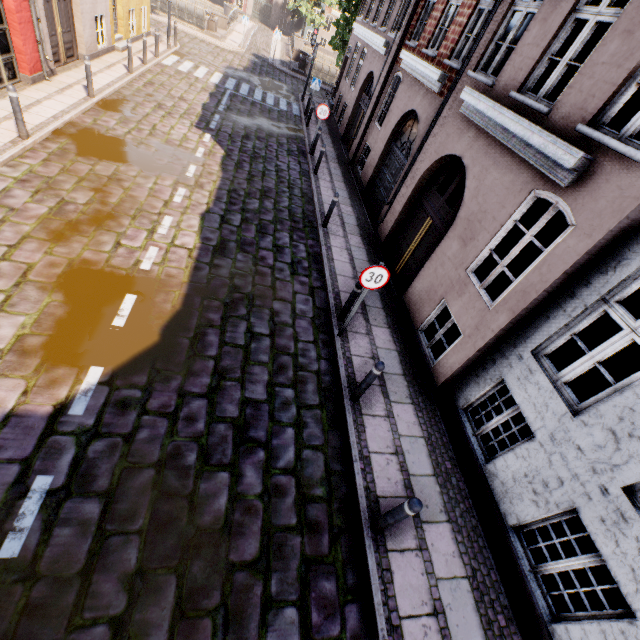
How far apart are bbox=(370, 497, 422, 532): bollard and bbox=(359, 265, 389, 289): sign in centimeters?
339cm

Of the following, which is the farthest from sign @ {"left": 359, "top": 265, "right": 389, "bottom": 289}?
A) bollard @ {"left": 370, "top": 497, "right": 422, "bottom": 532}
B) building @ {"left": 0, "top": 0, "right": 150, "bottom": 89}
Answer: bollard @ {"left": 370, "top": 497, "right": 422, "bottom": 532}

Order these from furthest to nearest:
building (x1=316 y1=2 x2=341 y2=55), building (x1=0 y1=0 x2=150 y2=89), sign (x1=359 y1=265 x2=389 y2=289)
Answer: building (x1=316 y1=2 x2=341 y2=55), building (x1=0 y1=0 x2=150 y2=89), sign (x1=359 y1=265 x2=389 y2=289)

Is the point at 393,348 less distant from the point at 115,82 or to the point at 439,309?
the point at 439,309

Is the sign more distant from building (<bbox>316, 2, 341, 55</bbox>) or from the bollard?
the bollard

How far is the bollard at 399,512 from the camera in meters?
3.7 m

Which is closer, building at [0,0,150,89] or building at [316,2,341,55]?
building at [0,0,150,89]

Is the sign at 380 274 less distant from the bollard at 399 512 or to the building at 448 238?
the building at 448 238
